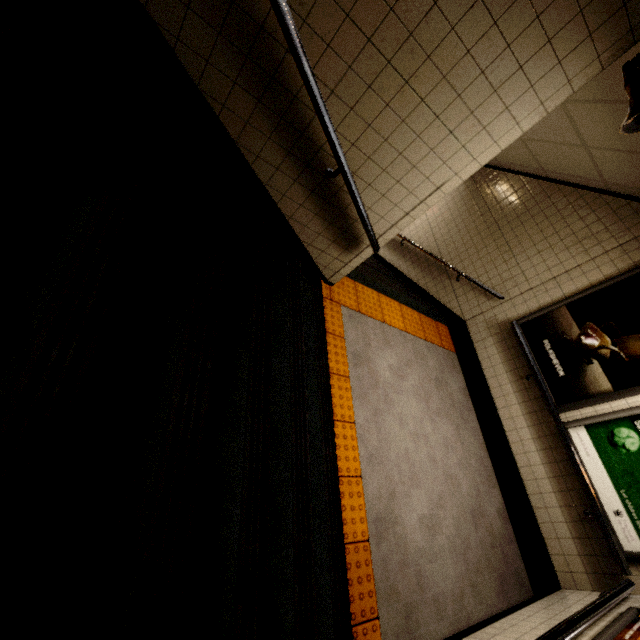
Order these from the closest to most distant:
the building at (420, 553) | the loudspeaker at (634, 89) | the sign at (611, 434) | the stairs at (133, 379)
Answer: the stairs at (133, 379) → the loudspeaker at (634, 89) → the building at (420, 553) → the sign at (611, 434)

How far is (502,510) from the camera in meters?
4.0

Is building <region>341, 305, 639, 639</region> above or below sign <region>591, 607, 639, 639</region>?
below

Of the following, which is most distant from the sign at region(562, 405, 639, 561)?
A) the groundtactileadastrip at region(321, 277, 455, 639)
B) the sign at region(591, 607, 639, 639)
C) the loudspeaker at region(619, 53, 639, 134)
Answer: the loudspeaker at region(619, 53, 639, 134)

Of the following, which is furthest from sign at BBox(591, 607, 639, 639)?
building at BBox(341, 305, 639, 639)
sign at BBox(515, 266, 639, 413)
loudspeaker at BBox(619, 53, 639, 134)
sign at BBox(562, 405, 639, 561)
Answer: loudspeaker at BBox(619, 53, 639, 134)

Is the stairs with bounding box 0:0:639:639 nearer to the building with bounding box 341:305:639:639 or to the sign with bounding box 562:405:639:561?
the building with bounding box 341:305:639:639

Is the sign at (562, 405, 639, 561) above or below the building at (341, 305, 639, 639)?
above

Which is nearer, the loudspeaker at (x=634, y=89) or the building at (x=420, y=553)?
the loudspeaker at (x=634, y=89)
